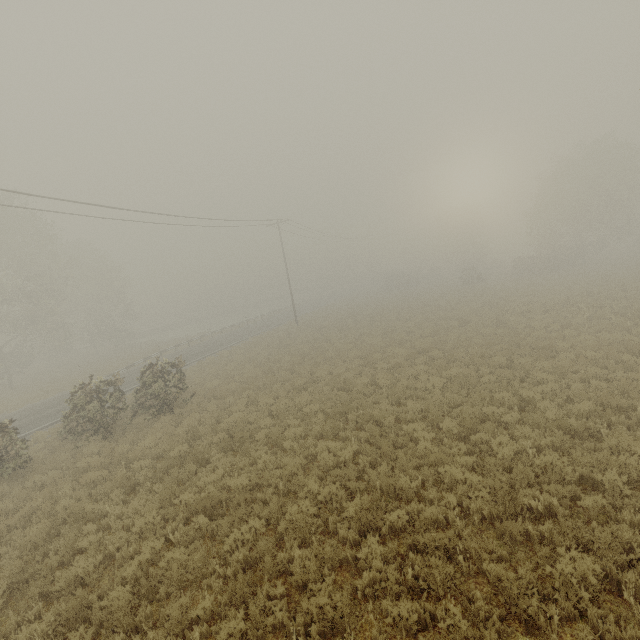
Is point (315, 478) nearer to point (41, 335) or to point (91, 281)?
point (41, 335)

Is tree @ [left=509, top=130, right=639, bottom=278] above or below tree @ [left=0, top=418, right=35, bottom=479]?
above

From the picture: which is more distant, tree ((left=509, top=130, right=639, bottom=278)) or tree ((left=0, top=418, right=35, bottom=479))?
tree ((left=509, top=130, right=639, bottom=278))

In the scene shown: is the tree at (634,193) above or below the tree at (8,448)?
above

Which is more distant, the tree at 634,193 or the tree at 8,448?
the tree at 634,193
